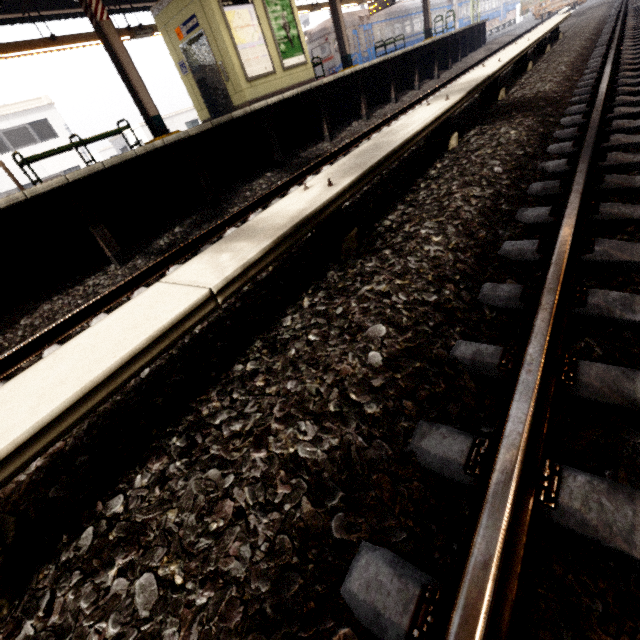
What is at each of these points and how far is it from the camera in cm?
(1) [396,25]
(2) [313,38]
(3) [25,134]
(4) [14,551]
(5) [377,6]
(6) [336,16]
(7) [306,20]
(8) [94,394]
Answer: (1) train, 2948
(2) train, 1877
(3) window, 2072
(4) electrical rail conduit, 113
(5) sign, 1788
(6) awning structure, 1294
(7) building, 4778
(8) electrical rail conduit, 116

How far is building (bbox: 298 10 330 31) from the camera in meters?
45.2

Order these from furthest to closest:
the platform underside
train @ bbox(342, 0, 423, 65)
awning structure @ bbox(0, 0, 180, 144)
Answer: train @ bbox(342, 0, 423, 65)
awning structure @ bbox(0, 0, 180, 144)
the platform underside

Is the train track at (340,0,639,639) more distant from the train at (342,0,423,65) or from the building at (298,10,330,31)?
the building at (298,10,330,31)

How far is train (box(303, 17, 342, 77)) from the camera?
18.3 meters

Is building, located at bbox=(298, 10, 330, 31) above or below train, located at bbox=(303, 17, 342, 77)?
above

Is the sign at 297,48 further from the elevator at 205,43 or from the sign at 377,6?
the sign at 377,6

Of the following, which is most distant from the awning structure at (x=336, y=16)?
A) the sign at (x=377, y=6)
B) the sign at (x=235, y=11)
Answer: the sign at (x=235, y=11)
